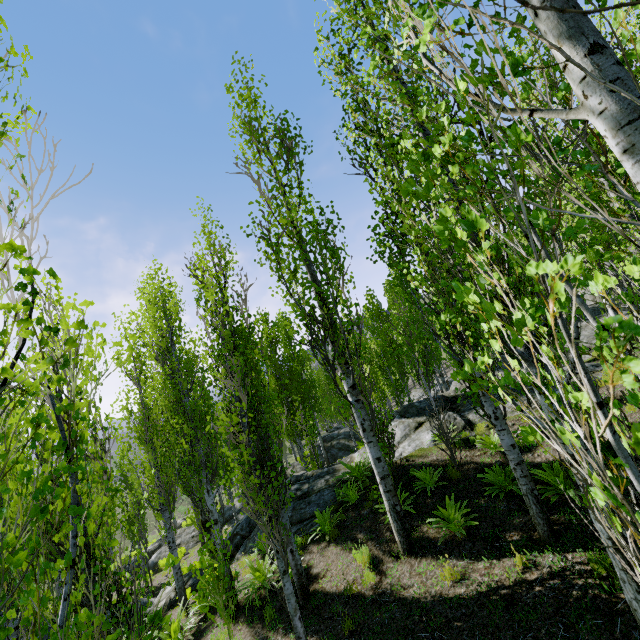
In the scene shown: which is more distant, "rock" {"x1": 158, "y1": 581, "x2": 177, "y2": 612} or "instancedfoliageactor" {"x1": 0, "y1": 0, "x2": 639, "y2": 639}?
"rock" {"x1": 158, "y1": 581, "x2": 177, "y2": 612}

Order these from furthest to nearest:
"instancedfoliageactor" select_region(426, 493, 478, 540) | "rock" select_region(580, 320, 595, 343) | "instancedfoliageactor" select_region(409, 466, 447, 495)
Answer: "rock" select_region(580, 320, 595, 343) < "instancedfoliageactor" select_region(409, 466, 447, 495) < "instancedfoliageactor" select_region(426, 493, 478, 540)

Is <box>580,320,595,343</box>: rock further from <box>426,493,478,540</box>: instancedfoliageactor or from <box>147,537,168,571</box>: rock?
<box>147,537,168,571</box>: rock

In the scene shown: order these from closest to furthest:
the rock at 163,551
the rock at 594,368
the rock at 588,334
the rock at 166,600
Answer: the rock at 594,368 < the rock at 166,600 < the rock at 588,334 < the rock at 163,551

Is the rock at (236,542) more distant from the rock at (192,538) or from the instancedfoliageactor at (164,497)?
the rock at (192,538)

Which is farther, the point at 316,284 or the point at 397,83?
the point at 316,284
